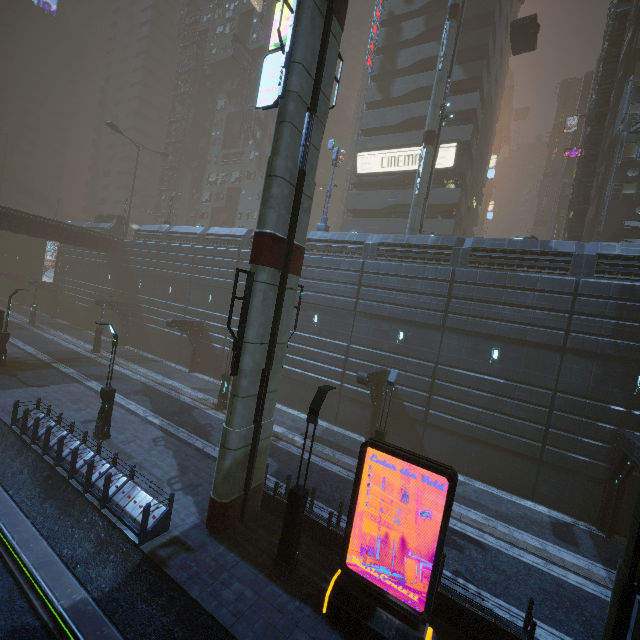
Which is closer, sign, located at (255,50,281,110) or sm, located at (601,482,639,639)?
sm, located at (601,482,639,639)

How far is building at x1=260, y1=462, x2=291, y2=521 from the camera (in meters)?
12.01

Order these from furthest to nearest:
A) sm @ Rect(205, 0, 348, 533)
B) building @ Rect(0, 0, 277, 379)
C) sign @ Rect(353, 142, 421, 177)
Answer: sign @ Rect(353, 142, 421, 177)
building @ Rect(0, 0, 277, 379)
sm @ Rect(205, 0, 348, 533)

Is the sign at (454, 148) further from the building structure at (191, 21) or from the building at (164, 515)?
the building structure at (191, 21)

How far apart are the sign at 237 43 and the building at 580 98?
45.81m

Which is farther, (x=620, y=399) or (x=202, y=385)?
(x=202, y=385)

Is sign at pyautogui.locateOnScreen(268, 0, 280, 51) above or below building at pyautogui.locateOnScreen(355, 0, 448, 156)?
below

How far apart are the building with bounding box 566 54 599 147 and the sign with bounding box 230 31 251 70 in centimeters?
4581cm
